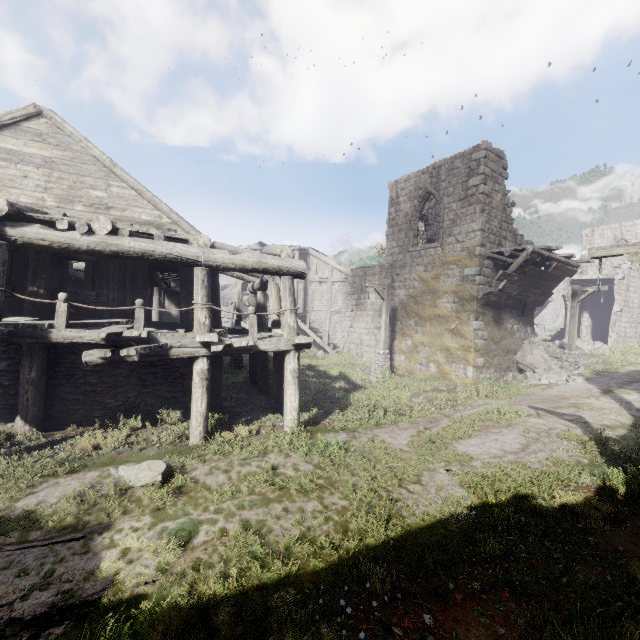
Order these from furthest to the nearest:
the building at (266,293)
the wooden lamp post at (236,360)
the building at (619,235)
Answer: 1. the building at (619,235)
2. the wooden lamp post at (236,360)
3. the building at (266,293)

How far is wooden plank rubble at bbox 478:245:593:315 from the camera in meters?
13.9

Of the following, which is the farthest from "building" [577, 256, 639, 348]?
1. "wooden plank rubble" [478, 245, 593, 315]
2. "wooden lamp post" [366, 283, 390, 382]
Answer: "wooden lamp post" [366, 283, 390, 382]

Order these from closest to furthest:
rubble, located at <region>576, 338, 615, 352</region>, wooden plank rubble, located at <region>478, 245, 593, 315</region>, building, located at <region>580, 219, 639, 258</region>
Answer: wooden plank rubble, located at <region>478, 245, 593, 315</region> → rubble, located at <region>576, 338, 615, 352</region> → building, located at <region>580, 219, 639, 258</region>

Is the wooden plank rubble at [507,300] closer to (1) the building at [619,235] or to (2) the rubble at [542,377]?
(1) the building at [619,235]

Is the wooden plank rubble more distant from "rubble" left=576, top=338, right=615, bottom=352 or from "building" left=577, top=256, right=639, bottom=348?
"rubble" left=576, top=338, right=615, bottom=352

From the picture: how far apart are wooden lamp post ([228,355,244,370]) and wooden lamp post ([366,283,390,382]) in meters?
6.0 m

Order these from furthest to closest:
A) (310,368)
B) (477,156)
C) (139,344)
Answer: (310,368) < (477,156) < (139,344)
